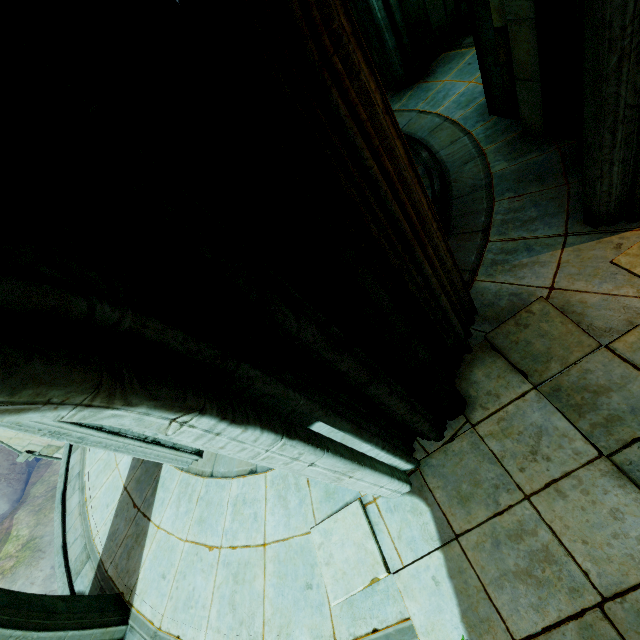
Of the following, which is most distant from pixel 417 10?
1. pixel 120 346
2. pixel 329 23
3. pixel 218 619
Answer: pixel 218 619

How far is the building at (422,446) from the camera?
3.7m

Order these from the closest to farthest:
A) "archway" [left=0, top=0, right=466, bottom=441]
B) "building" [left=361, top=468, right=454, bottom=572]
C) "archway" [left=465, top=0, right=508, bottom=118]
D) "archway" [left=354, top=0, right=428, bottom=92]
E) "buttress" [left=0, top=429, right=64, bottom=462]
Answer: "archway" [left=0, top=0, right=466, bottom=441], "building" [left=361, top=468, right=454, bottom=572], "archway" [left=465, top=0, right=508, bottom=118], "archway" [left=354, top=0, right=428, bottom=92], "buttress" [left=0, top=429, right=64, bottom=462]

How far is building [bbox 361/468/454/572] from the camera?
3.38m

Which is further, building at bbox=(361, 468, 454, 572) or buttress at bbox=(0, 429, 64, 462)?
buttress at bbox=(0, 429, 64, 462)

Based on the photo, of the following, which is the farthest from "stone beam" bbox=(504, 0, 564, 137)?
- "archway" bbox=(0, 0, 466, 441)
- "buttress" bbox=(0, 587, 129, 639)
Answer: "buttress" bbox=(0, 587, 129, 639)

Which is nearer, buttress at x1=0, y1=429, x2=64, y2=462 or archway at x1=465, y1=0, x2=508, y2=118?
archway at x1=465, y1=0, x2=508, y2=118

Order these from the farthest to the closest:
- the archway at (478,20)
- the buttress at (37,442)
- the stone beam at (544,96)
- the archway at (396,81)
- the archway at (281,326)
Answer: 1. the buttress at (37,442)
2. the archway at (396,81)
3. the archway at (478,20)
4. the stone beam at (544,96)
5. the archway at (281,326)
